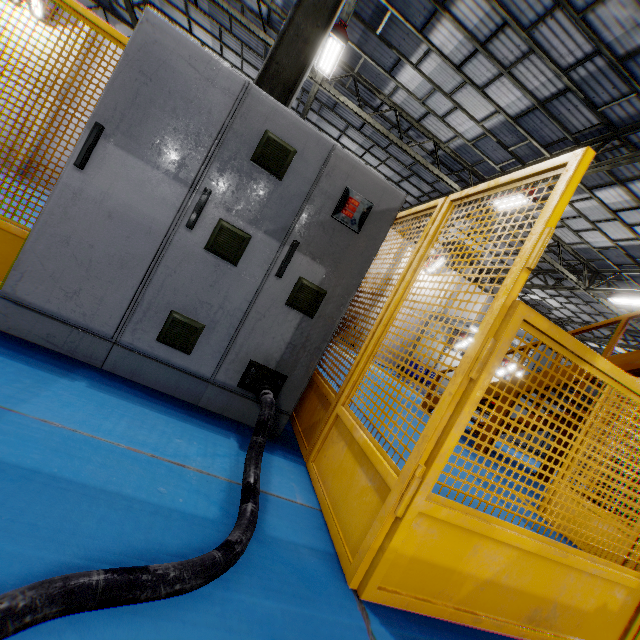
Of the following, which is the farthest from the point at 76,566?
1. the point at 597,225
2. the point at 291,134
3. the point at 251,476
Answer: the point at 597,225

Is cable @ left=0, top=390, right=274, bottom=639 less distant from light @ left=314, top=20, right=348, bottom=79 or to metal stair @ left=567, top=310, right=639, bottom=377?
metal stair @ left=567, top=310, right=639, bottom=377

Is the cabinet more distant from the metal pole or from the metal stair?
the metal stair

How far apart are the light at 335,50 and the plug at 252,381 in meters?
9.8

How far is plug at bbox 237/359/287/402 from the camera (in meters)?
2.19

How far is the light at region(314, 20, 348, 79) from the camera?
8.4m

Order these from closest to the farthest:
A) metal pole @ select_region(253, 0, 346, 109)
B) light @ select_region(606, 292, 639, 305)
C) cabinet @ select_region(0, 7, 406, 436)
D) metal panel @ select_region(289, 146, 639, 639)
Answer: metal panel @ select_region(289, 146, 639, 639) → cabinet @ select_region(0, 7, 406, 436) → metal pole @ select_region(253, 0, 346, 109) → light @ select_region(606, 292, 639, 305)

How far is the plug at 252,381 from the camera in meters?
2.2 m
